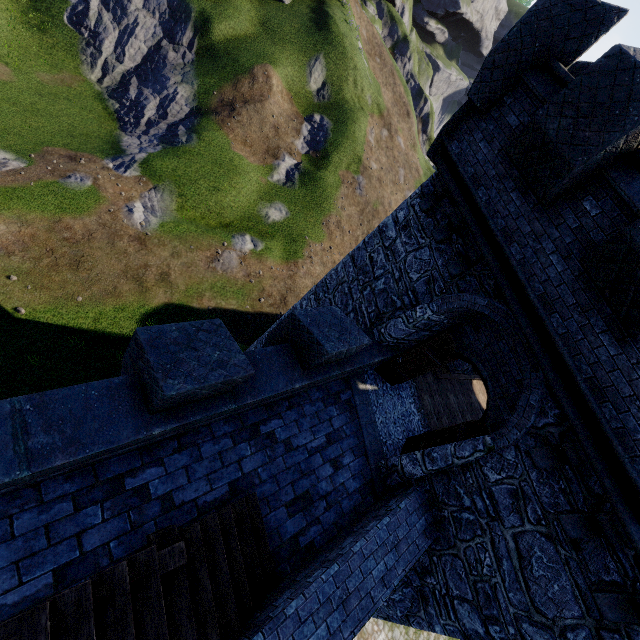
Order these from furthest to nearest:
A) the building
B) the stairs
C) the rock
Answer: the rock → the building → the stairs

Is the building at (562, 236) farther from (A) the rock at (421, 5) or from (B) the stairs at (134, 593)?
(A) the rock at (421, 5)

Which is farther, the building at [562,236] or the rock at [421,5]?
the rock at [421,5]

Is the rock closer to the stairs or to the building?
the building

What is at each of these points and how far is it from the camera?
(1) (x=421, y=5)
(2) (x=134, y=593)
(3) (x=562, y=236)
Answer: (1) rock, 59.12m
(2) stairs, 3.65m
(3) building, 5.33m

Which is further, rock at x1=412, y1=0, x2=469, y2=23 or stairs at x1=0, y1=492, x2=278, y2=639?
rock at x1=412, y1=0, x2=469, y2=23
